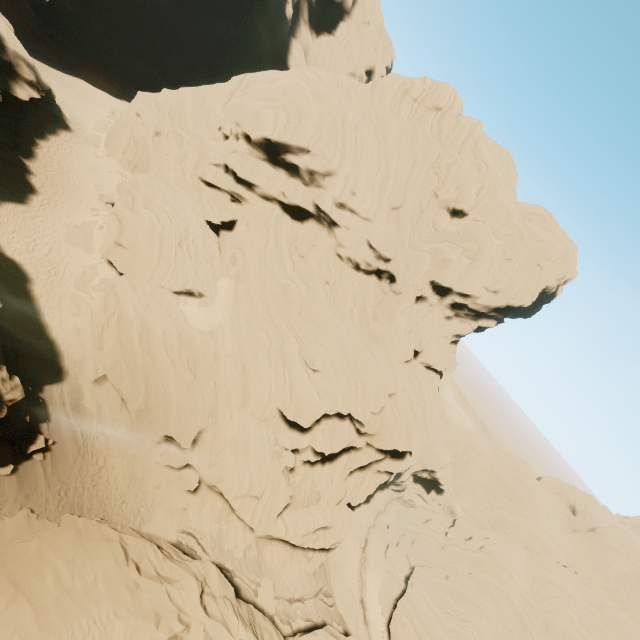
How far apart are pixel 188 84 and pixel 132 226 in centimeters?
4882cm

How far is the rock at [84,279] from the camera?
24.59m

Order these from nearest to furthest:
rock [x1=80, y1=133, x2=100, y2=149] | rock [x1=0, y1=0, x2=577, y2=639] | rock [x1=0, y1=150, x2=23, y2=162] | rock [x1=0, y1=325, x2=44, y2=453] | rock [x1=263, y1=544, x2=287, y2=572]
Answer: rock [x1=0, y1=325, x2=44, y2=453] → rock [x1=0, y1=0, x2=577, y2=639] → rock [x1=0, y1=150, x2=23, y2=162] → rock [x1=263, y1=544, x2=287, y2=572] → rock [x1=80, y1=133, x2=100, y2=149]

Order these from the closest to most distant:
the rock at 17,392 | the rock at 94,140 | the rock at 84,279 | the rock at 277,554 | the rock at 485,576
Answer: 1. the rock at 17,392
2. the rock at 84,279
3. the rock at 277,554
4. the rock at 94,140
5. the rock at 485,576

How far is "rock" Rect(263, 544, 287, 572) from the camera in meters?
29.1 m

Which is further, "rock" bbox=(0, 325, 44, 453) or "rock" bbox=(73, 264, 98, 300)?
"rock" bbox=(73, 264, 98, 300)
